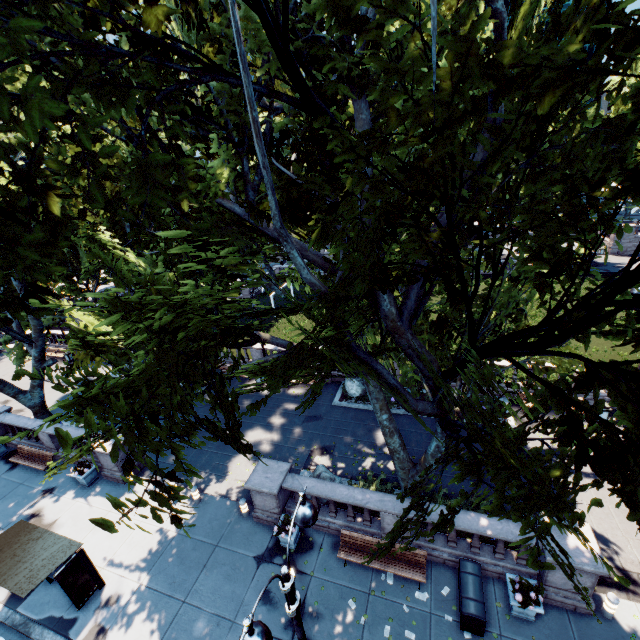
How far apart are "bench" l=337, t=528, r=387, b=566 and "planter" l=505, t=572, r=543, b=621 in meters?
2.3

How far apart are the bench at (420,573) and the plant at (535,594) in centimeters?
238cm

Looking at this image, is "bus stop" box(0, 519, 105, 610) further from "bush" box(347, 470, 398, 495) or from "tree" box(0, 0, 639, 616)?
"bush" box(347, 470, 398, 495)

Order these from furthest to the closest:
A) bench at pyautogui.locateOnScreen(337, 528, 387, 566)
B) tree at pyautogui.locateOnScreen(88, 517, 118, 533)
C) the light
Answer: bench at pyautogui.locateOnScreen(337, 528, 387, 566), the light, tree at pyautogui.locateOnScreen(88, 517, 118, 533)

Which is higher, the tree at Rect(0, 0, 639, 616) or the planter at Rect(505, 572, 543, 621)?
the tree at Rect(0, 0, 639, 616)

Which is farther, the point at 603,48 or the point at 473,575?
the point at 473,575

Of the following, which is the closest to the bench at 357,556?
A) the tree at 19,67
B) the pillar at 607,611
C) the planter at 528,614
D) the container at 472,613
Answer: the container at 472,613

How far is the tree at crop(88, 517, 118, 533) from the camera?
3.51m
